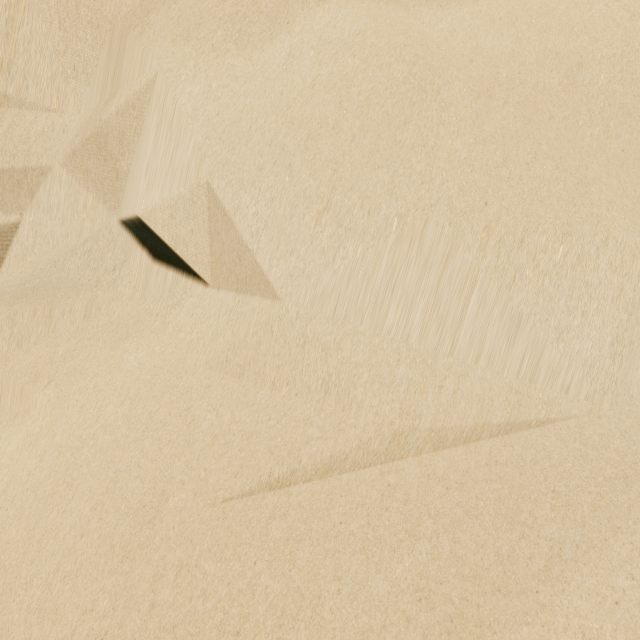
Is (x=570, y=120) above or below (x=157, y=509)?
above
